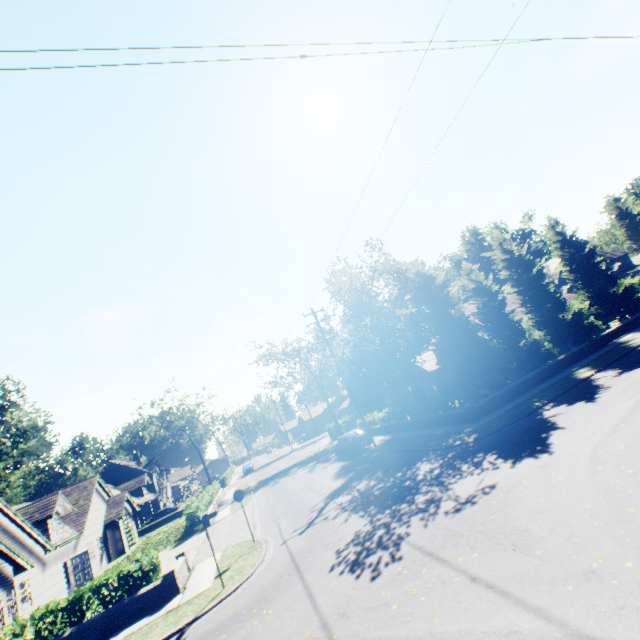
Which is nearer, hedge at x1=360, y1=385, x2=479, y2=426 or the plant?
hedge at x1=360, y1=385, x2=479, y2=426

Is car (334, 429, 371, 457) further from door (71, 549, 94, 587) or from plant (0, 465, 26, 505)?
plant (0, 465, 26, 505)

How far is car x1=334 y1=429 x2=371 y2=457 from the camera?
24.9 meters

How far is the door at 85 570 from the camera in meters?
23.6

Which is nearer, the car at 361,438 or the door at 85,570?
the door at 85,570

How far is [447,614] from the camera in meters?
5.4

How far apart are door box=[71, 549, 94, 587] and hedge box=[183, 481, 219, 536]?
7.3m

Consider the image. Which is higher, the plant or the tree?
the plant
